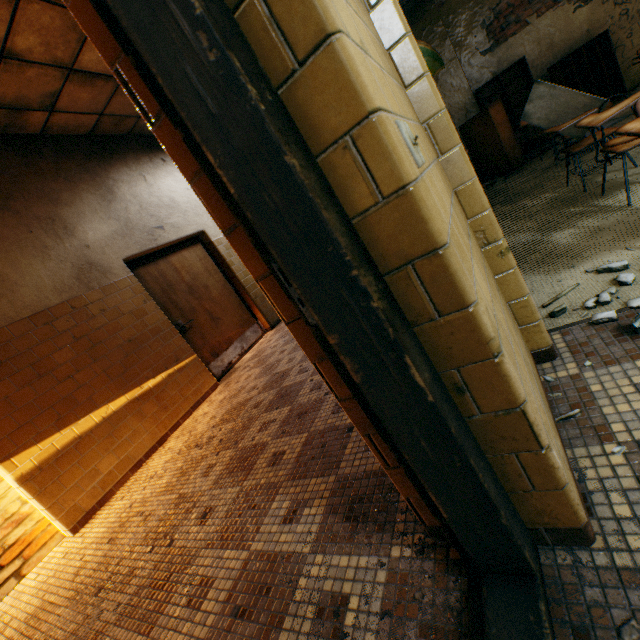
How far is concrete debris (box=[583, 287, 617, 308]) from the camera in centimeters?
170cm

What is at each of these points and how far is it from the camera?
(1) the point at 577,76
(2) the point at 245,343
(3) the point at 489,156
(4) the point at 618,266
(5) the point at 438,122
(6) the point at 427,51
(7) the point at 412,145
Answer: (1) bookcase, 6.7m
(2) door, 5.8m
(3) bookcase, 6.7m
(4) concrete debris, 1.9m
(5) wall pilaster, 1.3m
(6) map, 3.5m
(7) light switch, 0.7m

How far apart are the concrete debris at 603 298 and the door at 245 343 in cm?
461

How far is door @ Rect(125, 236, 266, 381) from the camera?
4.8m

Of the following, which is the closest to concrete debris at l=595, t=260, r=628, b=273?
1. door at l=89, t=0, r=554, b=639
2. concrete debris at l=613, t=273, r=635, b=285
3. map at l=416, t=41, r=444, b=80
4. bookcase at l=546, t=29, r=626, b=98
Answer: concrete debris at l=613, t=273, r=635, b=285

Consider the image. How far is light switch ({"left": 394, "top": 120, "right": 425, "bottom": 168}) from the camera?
0.71m

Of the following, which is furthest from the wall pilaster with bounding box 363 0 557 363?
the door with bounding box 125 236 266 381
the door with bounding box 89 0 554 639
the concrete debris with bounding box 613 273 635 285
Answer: the door with bounding box 125 236 266 381

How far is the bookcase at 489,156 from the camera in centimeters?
623cm
